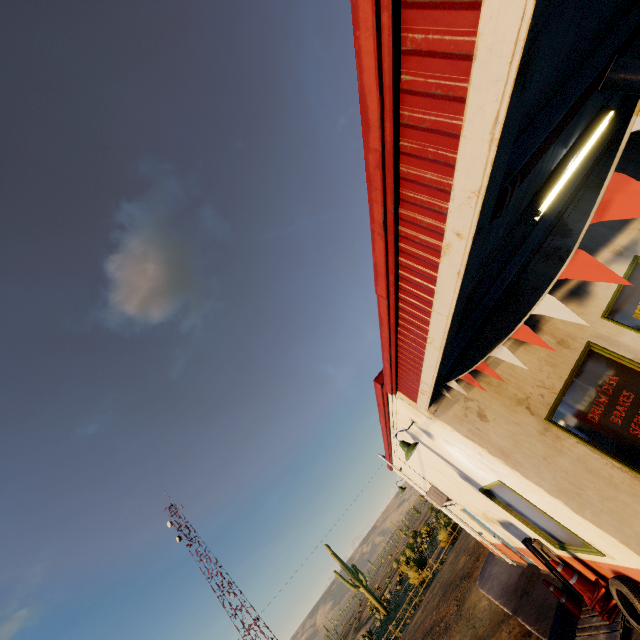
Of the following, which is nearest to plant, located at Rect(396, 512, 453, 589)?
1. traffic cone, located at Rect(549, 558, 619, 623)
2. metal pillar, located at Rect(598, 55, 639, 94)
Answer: traffic cone, located at Rect(549, 558, 619, 623)

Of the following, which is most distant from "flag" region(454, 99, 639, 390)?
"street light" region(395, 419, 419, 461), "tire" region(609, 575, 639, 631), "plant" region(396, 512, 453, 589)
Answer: "plant" region(396, 512, 453, 589)

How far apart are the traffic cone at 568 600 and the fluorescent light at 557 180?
7.1 meters

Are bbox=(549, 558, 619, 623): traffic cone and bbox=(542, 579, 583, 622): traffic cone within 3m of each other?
yes

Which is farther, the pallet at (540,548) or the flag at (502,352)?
the pallet at (540,548)

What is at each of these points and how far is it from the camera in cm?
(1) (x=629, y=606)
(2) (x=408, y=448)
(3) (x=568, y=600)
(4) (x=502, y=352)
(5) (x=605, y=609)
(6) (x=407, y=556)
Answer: (1) tire, 488
(2) street light, 607
(3) traffic cone, 629
(4) flag, 345
(5) traffic cone, 526
(6) plant, 5188

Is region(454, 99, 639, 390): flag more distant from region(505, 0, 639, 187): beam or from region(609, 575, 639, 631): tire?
region(609, 575, 639, 631): tire

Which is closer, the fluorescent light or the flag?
the flag
